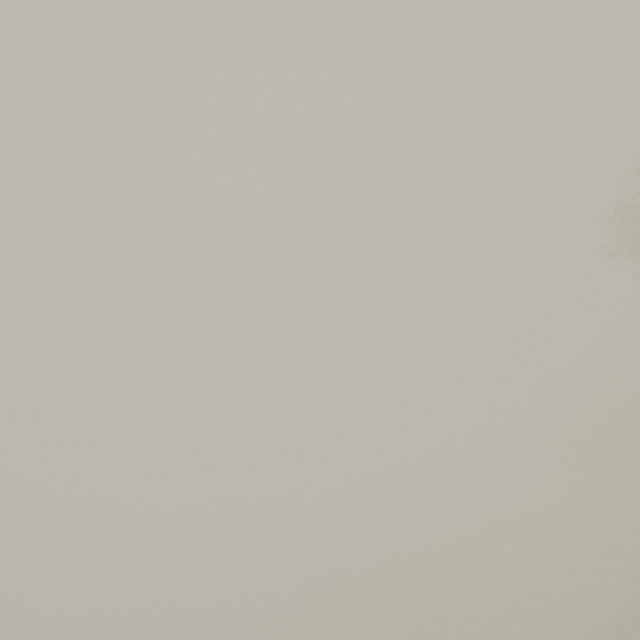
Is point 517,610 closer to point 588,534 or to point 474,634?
point 474,634
